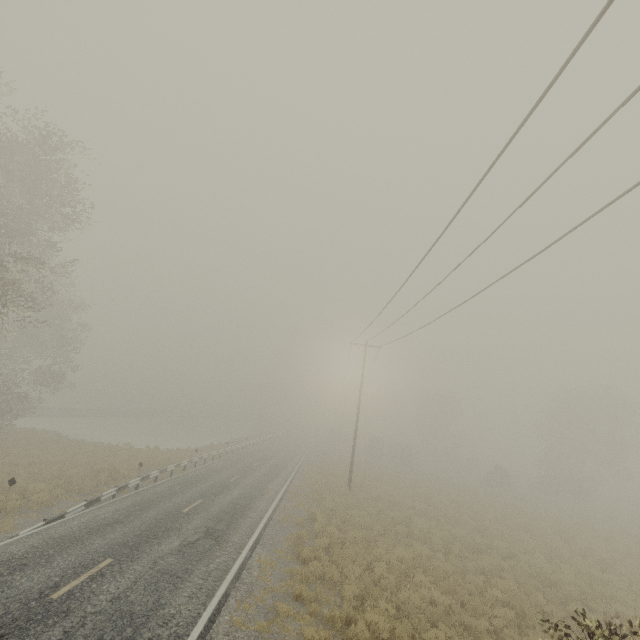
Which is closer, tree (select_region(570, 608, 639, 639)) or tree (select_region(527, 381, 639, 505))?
tree (select_region(570, 608, 639, 639))

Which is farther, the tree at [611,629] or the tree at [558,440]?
the tree at [558,440]

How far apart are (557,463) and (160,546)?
49.7 meters
